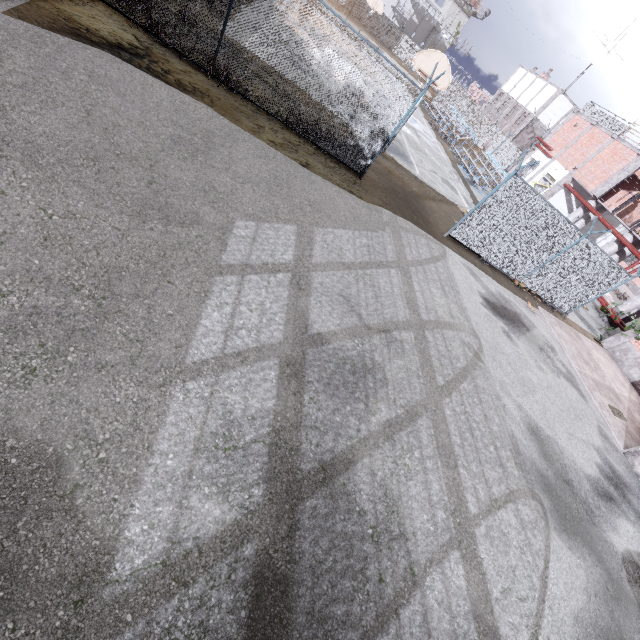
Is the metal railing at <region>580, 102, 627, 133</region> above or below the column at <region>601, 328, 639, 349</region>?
above

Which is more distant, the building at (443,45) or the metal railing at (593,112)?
the building at (443,45)

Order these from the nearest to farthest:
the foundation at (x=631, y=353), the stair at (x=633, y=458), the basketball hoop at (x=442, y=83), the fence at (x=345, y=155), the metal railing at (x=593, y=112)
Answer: the fence at (x=345, y=155)
the stair at (x=633, y=458)
the basketball hoop at (x=442, y=83)
the foundation at (x=631, y=353)
the metal railing at (x=593, y=112)

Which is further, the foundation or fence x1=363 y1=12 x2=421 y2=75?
fence x1=363 y1=12 x2=421 y2=75

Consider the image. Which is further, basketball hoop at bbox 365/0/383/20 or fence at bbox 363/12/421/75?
fence at bbox 363/12/421/75

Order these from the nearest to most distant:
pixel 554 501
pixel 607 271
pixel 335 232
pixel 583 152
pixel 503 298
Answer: pixel 554 501 < pixel 335 232 < pixel 503 298 < pixel 607 271 < pixel 583 152

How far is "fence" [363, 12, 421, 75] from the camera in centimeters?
4885cm

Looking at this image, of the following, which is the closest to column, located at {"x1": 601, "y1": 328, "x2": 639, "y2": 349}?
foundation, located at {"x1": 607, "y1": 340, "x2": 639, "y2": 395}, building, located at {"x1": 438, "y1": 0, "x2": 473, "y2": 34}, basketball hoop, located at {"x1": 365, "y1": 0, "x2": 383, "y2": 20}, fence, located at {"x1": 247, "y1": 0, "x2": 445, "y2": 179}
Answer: foundation, located at {"x1": 607, "y1": 340, "x2": 639, "y2": 395}
